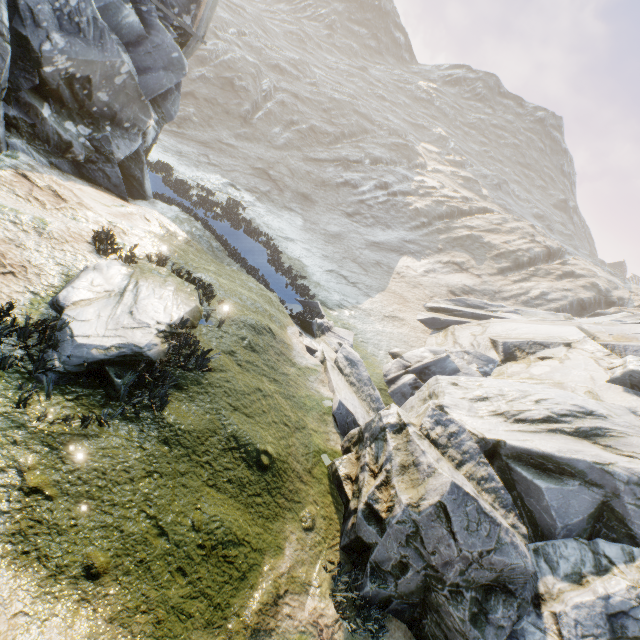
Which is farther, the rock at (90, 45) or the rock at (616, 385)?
the rock at (90, 45)

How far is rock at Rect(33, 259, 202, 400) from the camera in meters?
4.6

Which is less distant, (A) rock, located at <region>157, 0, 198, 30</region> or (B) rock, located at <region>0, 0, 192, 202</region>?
(B) rock, located at <region>0, 0, 192, 202</region>

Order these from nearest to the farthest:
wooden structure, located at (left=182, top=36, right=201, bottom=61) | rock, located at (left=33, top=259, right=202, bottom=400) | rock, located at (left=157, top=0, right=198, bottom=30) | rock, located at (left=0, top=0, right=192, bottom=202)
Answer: rock, located at (left=33, top=259, right=202, bottom=400), rock, located at (left=0, top=0, right=192, bottom=202), rock, located at (left=157, top=0, right=198, bottom=30), wooden structure, located at (left=182, top=36, right=201, bottom=61)

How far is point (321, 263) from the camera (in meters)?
21.00

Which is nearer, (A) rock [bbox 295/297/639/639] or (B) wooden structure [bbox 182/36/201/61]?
(A) rock [bbox 295/297/639/639]

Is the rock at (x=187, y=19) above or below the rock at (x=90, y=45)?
above

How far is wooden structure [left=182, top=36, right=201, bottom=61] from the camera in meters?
13.0 m
